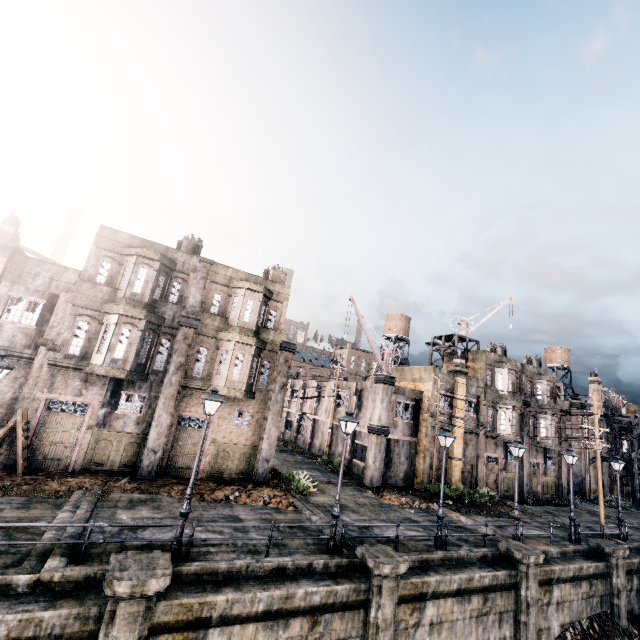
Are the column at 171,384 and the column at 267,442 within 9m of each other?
yes

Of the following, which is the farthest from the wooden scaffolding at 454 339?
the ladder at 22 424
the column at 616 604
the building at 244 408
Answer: the ladder at 22 424

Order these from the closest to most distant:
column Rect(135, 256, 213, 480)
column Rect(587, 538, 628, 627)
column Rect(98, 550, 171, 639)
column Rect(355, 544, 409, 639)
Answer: column Rect(98, 550, 171, 639) → column Rect(355, 544, 409, 639) → column Rect(135, 256, 213, 480) → column Rect(587, 538, 628, 627)

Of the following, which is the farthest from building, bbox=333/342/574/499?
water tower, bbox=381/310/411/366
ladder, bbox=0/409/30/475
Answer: ladder, bbox=0/409/30/475

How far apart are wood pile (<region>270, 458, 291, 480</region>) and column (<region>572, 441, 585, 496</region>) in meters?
41.4

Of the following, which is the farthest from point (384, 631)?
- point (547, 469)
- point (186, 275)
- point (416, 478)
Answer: point (547, 469)

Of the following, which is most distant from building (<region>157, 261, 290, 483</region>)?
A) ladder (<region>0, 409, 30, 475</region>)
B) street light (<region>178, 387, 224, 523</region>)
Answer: street light (<region>178, 387, 224, 523</region>)

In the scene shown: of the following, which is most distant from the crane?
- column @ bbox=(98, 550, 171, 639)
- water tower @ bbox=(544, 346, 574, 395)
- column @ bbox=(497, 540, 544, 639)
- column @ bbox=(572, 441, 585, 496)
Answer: water tower @ bbox=(544, 346, 574, 395)
